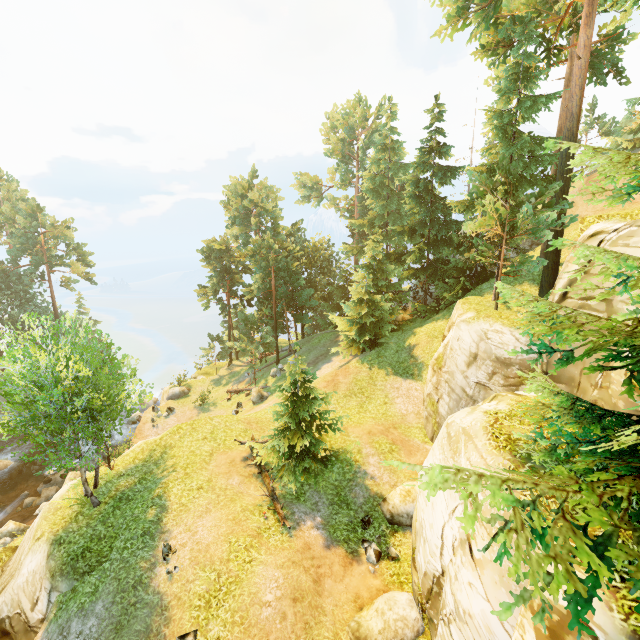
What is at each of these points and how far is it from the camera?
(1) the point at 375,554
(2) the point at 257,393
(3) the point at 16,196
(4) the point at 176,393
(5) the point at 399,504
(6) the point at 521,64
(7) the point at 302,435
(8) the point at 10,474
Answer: (1) rock, 12.80m
(2) rock, 28.58m
(3) tree, 39.28m
(4) rock, 34.78m
(5) rock, 14.29m
(6) tree, 18.25m
(7) tree, 16.42m
(8) rock, 27.38m

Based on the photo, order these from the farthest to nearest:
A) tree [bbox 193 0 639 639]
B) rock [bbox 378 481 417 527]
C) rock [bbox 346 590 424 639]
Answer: rock [bbox 378 481 417 527] < rock [bbox 346 590 424 639] < tree [bbox 193 0 639 639]

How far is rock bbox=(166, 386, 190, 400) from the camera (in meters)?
34.62

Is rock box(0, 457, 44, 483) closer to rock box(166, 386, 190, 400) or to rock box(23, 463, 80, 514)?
rock box(23, 463, 80, 514)

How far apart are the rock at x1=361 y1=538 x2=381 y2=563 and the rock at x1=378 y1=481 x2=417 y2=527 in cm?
115

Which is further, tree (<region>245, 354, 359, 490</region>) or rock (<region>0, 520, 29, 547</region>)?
rock (<region>0, 520, 29, 547</region>)

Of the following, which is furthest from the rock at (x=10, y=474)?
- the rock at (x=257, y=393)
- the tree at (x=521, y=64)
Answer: the rock at (x=257, y=393)

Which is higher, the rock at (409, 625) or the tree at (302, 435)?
the tree at (302, 435)
